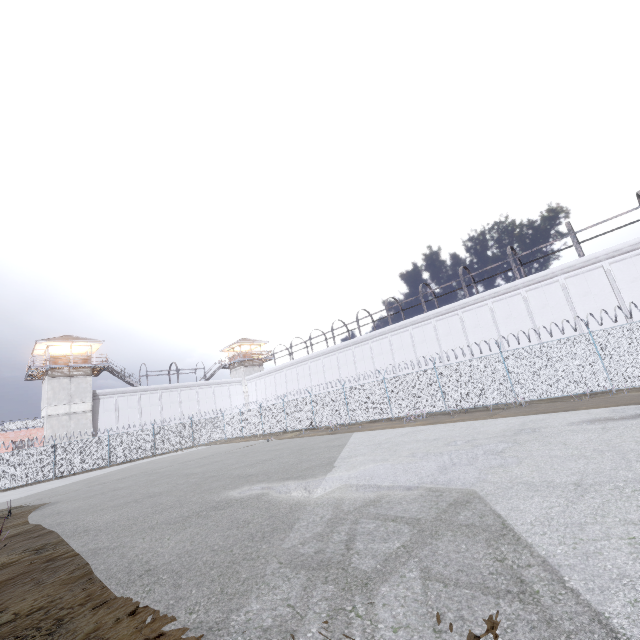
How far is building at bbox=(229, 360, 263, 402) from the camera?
50.6 meters

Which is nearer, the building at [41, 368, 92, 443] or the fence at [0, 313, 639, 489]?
the fence at [0, 313, 639, 489]

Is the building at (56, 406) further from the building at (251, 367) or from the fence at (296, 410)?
the building at (251, 367)

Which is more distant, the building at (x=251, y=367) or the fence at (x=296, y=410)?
the building at (x=251, y=367)

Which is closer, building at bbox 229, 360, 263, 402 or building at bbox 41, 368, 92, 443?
building at bbox 41, 368, 92, 443

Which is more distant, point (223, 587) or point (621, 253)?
point (621, 253)

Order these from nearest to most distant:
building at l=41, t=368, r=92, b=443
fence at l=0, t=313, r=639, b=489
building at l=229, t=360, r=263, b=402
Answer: fence at l=0, t=313, r=639, b=489
building at l=41, t=368, r=92, b=443
building at l=229, t=360, r=263, b=402

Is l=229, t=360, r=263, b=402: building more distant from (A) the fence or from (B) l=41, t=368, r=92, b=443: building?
(B) l=41, t=368, r=92, b=443: building
